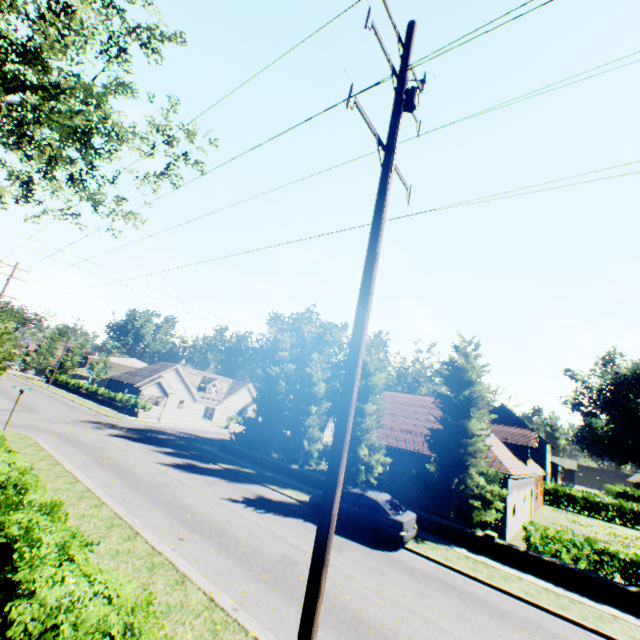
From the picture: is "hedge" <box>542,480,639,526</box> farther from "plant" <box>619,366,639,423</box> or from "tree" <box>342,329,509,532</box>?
"plant" <box>619,366,639,423</box>

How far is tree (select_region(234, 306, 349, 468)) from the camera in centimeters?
2344cm

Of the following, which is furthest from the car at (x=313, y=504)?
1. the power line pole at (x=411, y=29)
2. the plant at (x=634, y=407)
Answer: the plant at (x=634, y=407)

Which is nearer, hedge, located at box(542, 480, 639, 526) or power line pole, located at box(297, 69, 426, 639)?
power line pole, located at box(297, 69, 426, 639)

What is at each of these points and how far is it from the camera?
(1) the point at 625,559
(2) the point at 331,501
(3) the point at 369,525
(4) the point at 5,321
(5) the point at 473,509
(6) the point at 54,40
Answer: (1) hedge, 12.38m
(2) power line pole, 3.86m
(3) car, 13.39m
(4) tree, 18.23m
(5) tree, 15.36m
(6) tree, 13.42m

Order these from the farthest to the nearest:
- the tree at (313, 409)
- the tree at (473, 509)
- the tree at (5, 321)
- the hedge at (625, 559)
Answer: the tree at (313, 409) < the tree at (5, 321) < the tree at (473, 509) < the hedge at (625, 559)

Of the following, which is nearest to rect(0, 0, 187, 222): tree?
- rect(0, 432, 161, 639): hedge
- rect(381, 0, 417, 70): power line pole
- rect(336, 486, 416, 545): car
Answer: rect(0, 432, 161, 639): hedge
